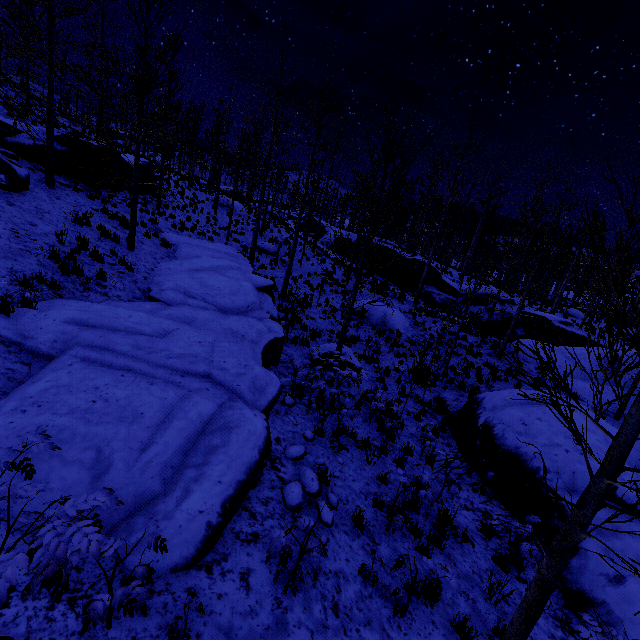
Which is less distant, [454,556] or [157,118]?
[454,556]

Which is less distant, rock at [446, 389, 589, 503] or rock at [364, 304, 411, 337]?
rock at [446, 389, 589, 503]

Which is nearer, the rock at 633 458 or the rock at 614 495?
the rock at 614 495

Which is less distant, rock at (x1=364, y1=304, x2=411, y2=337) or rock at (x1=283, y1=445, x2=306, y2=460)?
rock at (x1=283, y1=445, x2=306, y2=460)

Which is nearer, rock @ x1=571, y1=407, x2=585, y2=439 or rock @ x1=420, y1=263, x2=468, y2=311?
rock @ x1=571, y1=407, x2=585, y2=439

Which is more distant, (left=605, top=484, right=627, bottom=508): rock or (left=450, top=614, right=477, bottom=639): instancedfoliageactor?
(left=605, top=484, right=627, bottom=508): rock

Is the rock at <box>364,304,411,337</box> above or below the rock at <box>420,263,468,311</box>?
below

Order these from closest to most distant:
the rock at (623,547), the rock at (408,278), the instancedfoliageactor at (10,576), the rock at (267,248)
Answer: the instancedfoliageactor at (10,576) < the rock at (623,547) < the rock at (267,248) < the rock at (408,278)
